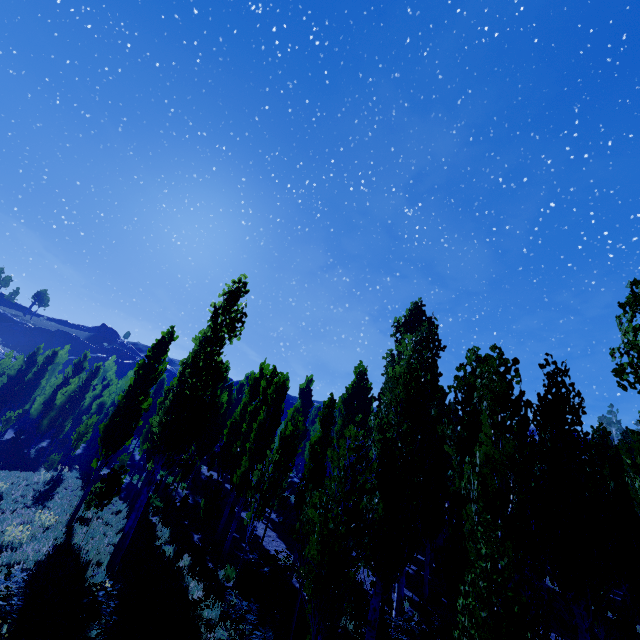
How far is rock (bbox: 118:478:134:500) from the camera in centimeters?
1995cm

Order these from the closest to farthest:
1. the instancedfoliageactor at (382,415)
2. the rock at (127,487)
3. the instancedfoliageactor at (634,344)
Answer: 1. the instancedfoliageactor at (634,344)
2. the instancedfoliageactor at (382,415)
3. the rock at (127,487)

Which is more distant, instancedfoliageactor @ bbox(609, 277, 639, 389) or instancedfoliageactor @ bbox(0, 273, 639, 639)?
instancedfoliageactor @ bbox(0, 273, 639, 639)

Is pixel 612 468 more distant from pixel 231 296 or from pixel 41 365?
pixel 41 365

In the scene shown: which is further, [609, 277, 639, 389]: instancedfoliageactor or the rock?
the rock

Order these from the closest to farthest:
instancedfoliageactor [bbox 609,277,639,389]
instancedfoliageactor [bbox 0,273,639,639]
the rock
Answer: instancedfoliageactor [bbox 609,277,639,389]
instancedfoliageactor [bbox 0,273,639,639]
the rock

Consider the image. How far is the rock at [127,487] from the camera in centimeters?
1995cm
